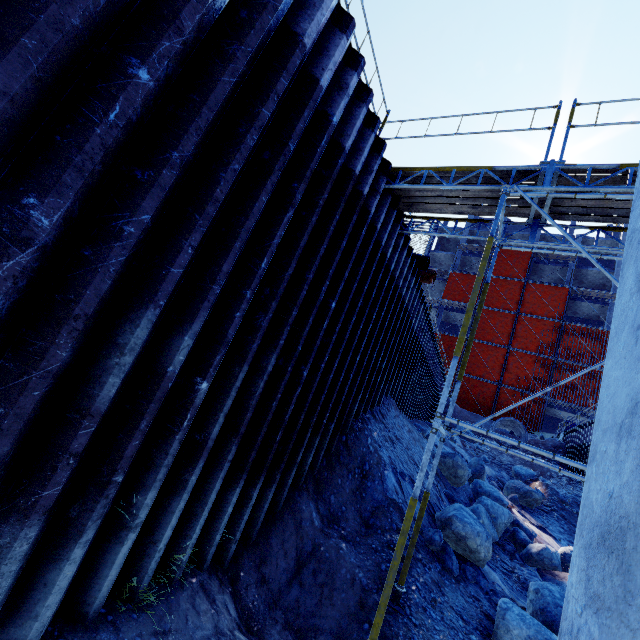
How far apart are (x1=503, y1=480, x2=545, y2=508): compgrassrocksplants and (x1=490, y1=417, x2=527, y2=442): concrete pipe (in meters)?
7.62

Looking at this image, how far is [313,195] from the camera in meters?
4.7

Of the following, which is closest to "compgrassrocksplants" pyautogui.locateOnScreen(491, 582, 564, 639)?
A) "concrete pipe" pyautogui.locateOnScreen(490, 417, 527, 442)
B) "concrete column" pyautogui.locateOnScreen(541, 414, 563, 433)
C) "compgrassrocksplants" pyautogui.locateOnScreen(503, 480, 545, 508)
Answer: "compgrassrocksplants" pyautogui.locateOnScreen(503, 480, 545, 508)

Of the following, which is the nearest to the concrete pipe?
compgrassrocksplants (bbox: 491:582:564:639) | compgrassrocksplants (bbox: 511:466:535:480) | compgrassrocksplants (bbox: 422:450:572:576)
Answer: compgrassrocksplants (bbox: 511:466:535:480)

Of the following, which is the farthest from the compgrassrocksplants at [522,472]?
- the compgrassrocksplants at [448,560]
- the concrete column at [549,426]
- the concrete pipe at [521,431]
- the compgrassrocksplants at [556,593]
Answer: the concrete column at [549,426]

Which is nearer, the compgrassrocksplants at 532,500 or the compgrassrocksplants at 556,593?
the compgrassrocksplants at 556,593

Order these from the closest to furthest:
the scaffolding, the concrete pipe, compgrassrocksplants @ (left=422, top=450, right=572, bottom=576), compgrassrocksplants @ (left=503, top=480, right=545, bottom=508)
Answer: the scaffolding, compgrassrocksplants @ (left=422, top=450, right=572, bottom=576), compgrassrocksplants @ (left=503, top=480, right=545, bottom=508), the concrete pipe

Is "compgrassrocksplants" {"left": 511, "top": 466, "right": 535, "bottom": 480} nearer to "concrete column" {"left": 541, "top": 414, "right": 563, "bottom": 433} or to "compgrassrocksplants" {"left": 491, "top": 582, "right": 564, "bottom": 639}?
"compgrassrocksplants" {"left": 491, "top": 582, "right": 564, "bottom": 639}
